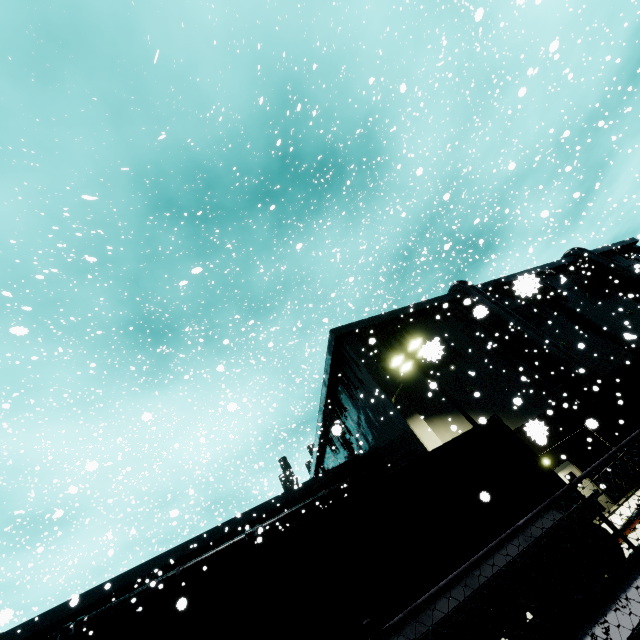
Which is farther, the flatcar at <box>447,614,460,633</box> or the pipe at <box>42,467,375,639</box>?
the pipe at <box>42,467,375,639</box>

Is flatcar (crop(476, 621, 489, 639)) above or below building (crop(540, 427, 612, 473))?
below

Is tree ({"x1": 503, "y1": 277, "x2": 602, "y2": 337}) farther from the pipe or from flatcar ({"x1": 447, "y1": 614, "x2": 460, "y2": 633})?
the pipe

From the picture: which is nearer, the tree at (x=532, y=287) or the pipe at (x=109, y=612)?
the tree at (x=532, y=287)

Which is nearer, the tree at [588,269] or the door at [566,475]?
the door at [566,475]

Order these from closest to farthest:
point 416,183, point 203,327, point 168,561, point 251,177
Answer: point 203,327
point 168,561
point 251,177
point 416,183

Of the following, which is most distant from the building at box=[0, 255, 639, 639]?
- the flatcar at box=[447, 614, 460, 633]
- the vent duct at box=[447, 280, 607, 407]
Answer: the flatcar at box=[447, 614, 460, 633]

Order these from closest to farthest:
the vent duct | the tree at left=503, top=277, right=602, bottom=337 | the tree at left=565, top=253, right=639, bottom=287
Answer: the tree at left=503, top=277, right=602, bottom=337, the vent duct, the tree at left=565, top=253, right=639, bottom=287
